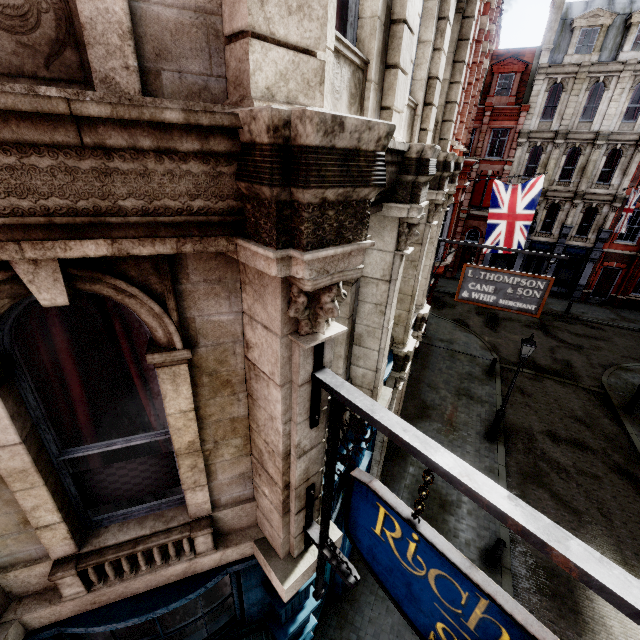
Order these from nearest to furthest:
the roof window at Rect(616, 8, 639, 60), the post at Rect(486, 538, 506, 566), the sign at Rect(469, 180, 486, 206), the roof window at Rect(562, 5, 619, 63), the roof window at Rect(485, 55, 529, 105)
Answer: the post at Rect(486, 538, 506, 566)
the roof window at Rect(616, 8, 639, 60)
the roof window at Rect(562, 5, 619, 63)
the roof window at Rect(485, 55, 529, 105)
the sign at Rect(469, 180, 486, 206)

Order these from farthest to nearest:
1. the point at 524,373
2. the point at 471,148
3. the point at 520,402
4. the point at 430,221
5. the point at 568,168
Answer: the point at 471,148, the point at 568,168, the point at 524,373, the point at 520,402, the point at 430,221

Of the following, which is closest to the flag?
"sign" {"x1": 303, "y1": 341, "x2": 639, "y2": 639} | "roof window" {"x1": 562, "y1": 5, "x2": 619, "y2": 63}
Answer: "sign" {"x1": 303, "y1": 341, "x2": 639, "y2": 639}

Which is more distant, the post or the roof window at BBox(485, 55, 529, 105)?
the roof window at BBox(485, 55, 529, 105)

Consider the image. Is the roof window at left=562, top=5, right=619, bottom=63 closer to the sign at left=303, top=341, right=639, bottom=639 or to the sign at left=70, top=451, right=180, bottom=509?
the sign at left=303, top=341, right=639, bottom=639

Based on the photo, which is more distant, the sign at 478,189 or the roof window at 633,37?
the sign at 478,189

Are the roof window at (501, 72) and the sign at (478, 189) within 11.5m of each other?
yes

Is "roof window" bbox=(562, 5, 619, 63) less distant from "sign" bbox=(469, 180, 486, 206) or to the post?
"sign" bbox=(469, 180, 486, 206)
